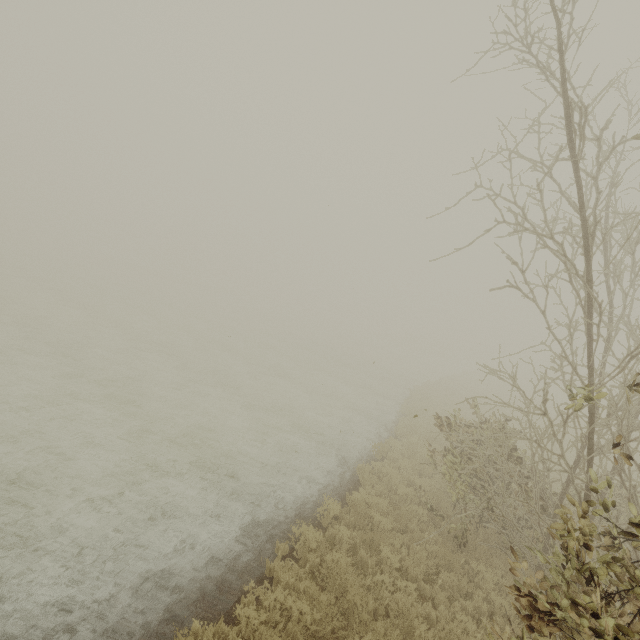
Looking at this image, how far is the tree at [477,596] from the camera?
6.8 meters

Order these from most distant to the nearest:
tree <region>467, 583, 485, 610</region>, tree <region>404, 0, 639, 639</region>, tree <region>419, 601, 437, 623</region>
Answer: tree <region>467, 583, 485, 610</region> < tree <region>419, 601, 437, 623</region> < tree <region>404, 0, 639, 639</region>

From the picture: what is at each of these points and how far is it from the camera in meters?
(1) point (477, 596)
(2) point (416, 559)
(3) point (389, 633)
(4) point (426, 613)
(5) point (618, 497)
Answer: (1) tree, 7.0
(2) tree, 7.4
(3) tree, 5.2
(4) tree, 6.3
(5) tree, 9.0

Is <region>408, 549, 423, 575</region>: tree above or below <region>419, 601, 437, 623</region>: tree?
above

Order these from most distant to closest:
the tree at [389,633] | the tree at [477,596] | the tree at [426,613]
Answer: the tree at [477,596], the tree at [426,613], the tree at [389,633]

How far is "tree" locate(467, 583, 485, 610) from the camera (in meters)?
6.78
